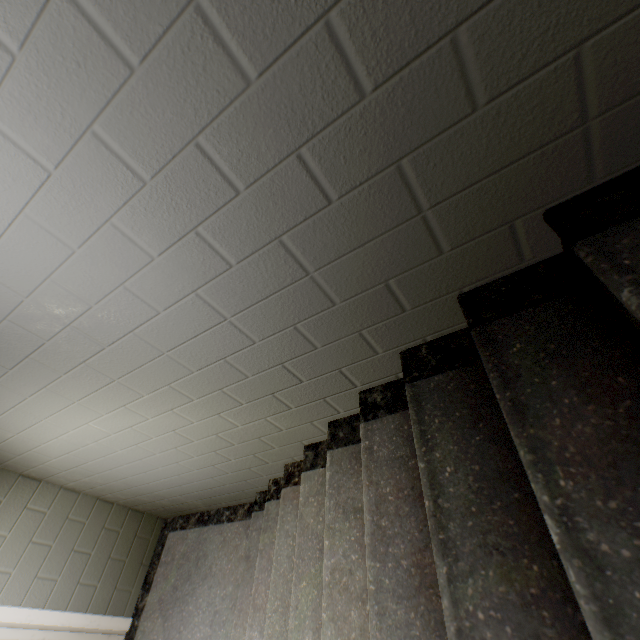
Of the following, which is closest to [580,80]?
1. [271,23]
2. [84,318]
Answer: [271,23]
